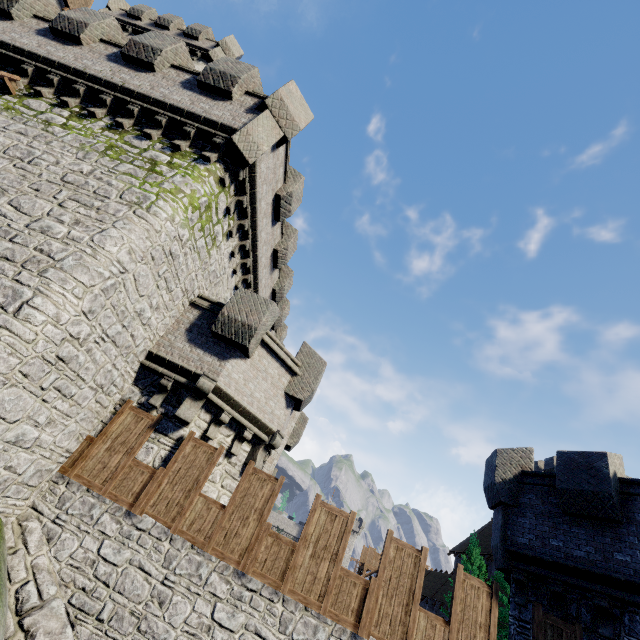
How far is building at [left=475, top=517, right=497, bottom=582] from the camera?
35.2m

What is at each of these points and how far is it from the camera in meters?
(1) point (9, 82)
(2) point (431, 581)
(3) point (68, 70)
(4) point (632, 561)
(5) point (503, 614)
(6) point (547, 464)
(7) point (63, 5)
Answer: (1) awning, 9.7
(2) building, 41.4
(3) building tower, 10.3
(4) building tower, 8.1
(5) tree, 23.1
(6) building, 32.5
(7) building, 24.9

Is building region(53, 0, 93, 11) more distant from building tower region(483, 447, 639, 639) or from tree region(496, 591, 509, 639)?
tree region(496, 591, 509, 639)

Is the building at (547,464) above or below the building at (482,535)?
above

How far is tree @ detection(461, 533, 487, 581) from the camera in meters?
27.9

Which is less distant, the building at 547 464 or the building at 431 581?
the building at 547 464

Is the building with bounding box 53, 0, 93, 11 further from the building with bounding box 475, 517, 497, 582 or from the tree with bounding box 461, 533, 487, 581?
the building with bounding box 475, 517, 497, 582

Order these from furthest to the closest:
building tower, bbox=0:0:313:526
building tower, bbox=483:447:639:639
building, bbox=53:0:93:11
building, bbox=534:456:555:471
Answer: building, bbox=534:456:555:471, building, bbox=53:0:93:11, building tower, bbox=483:447:639:639, building tower, bbox=0:0:313:526
